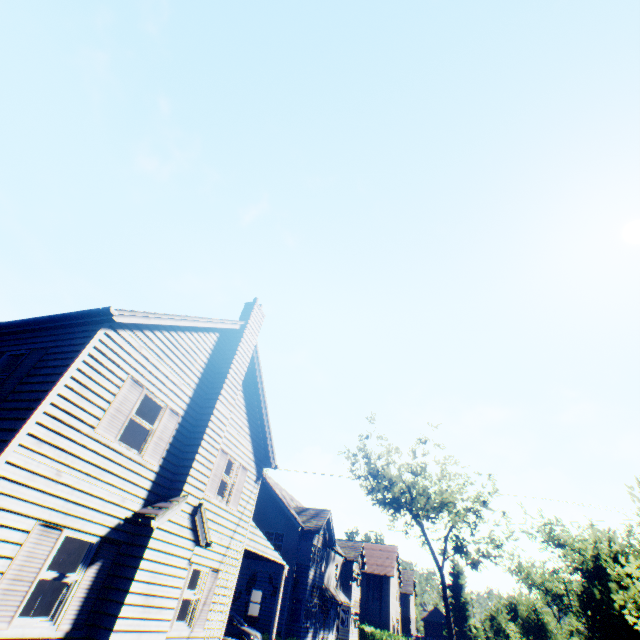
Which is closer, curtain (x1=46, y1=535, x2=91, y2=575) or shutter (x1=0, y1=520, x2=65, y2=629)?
shutter (x1=0, y1=520, x2=65, y2=629)

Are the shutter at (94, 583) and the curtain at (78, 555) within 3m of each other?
yes

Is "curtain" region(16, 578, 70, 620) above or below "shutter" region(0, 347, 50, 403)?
below

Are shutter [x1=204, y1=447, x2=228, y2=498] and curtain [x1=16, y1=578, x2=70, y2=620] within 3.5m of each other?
no

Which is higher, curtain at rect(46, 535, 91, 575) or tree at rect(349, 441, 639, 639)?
tree at rect(349, 441, 639, 639)

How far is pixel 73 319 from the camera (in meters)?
8.43

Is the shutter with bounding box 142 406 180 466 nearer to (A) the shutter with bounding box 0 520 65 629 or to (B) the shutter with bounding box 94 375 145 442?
(B) the shutter with bounding box 94 375 145 442

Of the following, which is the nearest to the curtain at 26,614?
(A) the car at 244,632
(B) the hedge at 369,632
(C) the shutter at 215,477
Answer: (C) the shutter at 215,477
